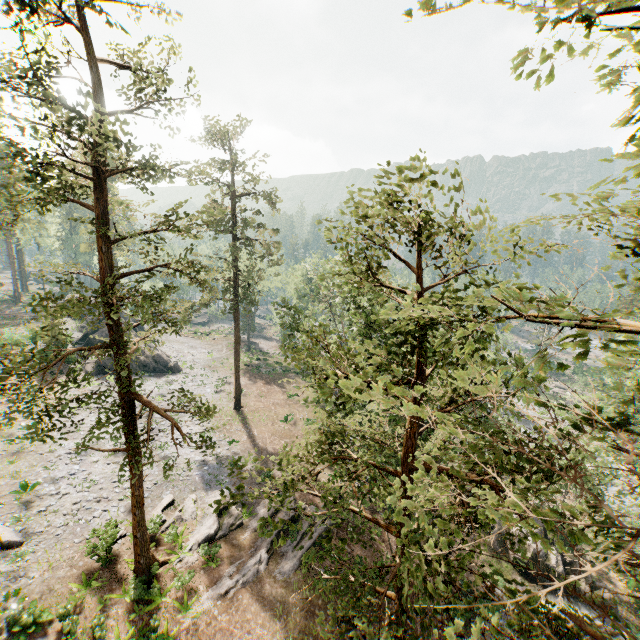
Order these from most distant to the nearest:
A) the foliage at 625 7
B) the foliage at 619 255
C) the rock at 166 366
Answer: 1. the rock at 166 366
2. the foliage at 619 255
3. the foliage at 625 7

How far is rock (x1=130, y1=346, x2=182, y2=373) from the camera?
39.8 meters

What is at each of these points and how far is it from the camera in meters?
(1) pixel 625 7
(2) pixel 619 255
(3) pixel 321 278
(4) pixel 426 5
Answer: (1) foliage, 2.4
(2) foliage, 4.8
(3) foliage, 9.3
(4) foliage, 2.3

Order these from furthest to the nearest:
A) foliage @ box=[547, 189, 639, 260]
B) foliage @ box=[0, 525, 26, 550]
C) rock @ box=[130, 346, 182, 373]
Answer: rock @ box=[130, 346, 182, 373] < foliage @ box=[0, 525, 26, 550] < foliage @ box=[547, 189, 639, 260]

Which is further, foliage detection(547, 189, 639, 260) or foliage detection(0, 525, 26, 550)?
foliage detection(0, 525, 26, 550)

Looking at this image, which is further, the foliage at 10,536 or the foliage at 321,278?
the foliage at 10,536

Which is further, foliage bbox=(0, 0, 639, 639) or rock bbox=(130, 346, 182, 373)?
rock bbox=(130, 346, 182, 373)
